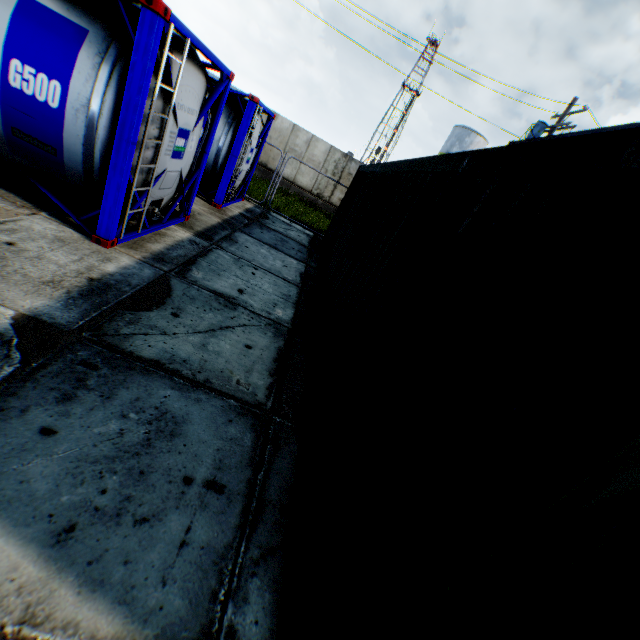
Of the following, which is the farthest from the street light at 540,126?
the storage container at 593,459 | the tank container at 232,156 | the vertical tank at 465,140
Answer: the vertical tank at 465,140

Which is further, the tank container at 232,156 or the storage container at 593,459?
the tank container at 232,156

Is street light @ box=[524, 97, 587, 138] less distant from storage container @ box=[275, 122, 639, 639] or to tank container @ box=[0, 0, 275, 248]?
storage container @ box=[275, 122, 639, 639]

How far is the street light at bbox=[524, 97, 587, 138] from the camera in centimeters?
1357cm

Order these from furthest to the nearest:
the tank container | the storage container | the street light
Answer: the street light, the tank container, the storage container

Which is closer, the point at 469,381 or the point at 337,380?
the point at 469,381

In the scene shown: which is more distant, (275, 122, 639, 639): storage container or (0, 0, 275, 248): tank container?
(0, 0, 275, 248): tank container

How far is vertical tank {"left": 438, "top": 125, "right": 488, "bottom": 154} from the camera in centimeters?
3344cm
